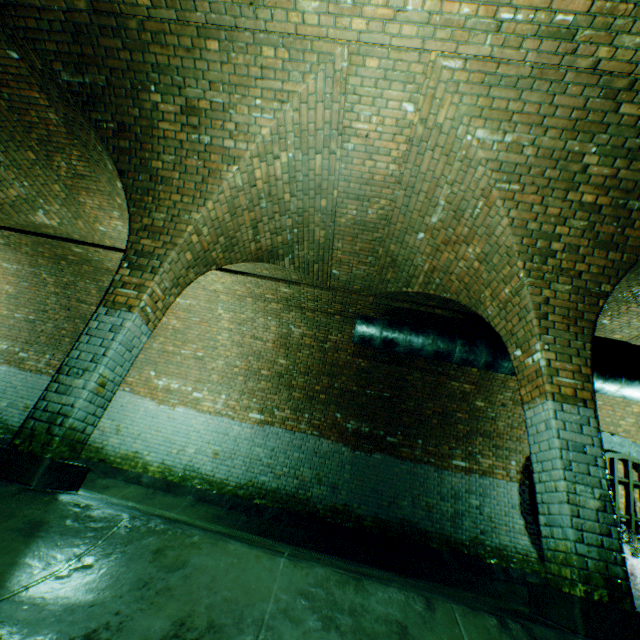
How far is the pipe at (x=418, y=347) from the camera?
6.16m

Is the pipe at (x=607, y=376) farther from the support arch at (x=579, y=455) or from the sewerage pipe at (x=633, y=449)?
the sewerage pipe at (x=633, y=449)

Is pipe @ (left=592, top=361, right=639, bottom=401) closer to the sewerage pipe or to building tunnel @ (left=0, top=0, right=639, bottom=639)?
building tunnel @ (left=0, top=0, right=639, bottom=639)

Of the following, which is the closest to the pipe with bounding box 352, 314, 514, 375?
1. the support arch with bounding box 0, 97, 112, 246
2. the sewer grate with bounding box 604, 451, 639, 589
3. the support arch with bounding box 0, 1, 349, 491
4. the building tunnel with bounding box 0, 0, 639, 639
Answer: the building tunnel with bounding box 0, 0, 639, 639

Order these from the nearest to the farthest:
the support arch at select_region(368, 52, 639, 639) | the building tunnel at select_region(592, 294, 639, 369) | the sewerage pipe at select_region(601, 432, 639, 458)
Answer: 1. the support arch at select_region(368, 52, 639, 639)
2. the building tunnel at select_region(592, 294, 639, 369)
3. the sewerage pipe at select_region(601, 432, 639, 458)

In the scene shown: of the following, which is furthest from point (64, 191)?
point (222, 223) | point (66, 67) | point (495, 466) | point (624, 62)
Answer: point (495, 466)

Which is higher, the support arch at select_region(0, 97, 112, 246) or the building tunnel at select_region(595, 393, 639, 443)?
the support arch at select_region(0, 97, 112, 246)

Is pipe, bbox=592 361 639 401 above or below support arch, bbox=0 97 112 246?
below
